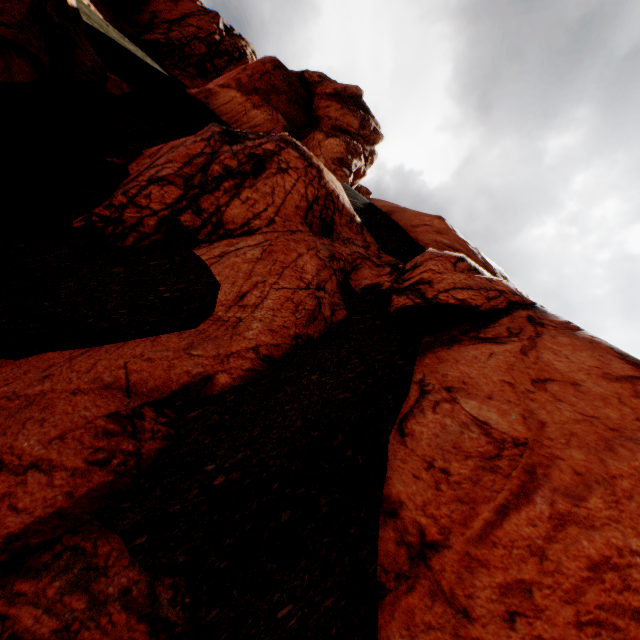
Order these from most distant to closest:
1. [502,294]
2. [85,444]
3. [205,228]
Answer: [205,228]
[502,294]
[85,444]

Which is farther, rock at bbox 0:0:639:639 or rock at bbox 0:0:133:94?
rock at bbox 0:0:133:94

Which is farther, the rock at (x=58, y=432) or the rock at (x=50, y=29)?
the rock at (x=50, y=29)
